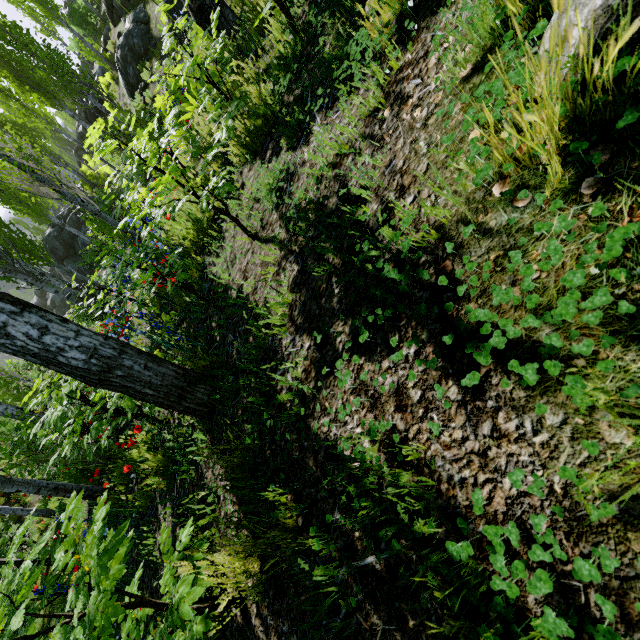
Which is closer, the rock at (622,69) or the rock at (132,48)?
the rock at (622,69)

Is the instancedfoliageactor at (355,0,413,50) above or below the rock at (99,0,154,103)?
below

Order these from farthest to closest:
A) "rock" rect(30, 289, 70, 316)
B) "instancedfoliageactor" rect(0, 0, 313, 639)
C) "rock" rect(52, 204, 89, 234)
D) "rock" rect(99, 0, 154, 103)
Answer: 1. "rock" rect(30, 289, 70, 316)
2. "rock" rect(52, 204, 89, 234)
3. "rock" rect(99, 0, 154, 103)
4. "instancedfoliageactor" rect(0, 0, 313, 639)

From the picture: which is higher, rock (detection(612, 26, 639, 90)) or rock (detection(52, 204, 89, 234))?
rock (detection(52, 204, 89, 234))

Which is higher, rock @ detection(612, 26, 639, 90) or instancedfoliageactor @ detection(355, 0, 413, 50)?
instancedfoliageactor @ detection(355, 0, 413, 50)

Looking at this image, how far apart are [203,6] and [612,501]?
7.6 meters

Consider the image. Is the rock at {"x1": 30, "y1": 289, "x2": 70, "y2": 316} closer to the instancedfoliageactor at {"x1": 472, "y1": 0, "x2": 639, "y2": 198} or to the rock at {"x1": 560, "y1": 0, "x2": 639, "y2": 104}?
the instancedfoliageactor at {"x1": 472, "y1": 0, "x2": 639, "y2": 198}

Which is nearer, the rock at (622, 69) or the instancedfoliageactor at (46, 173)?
the rock at (622, 69)
